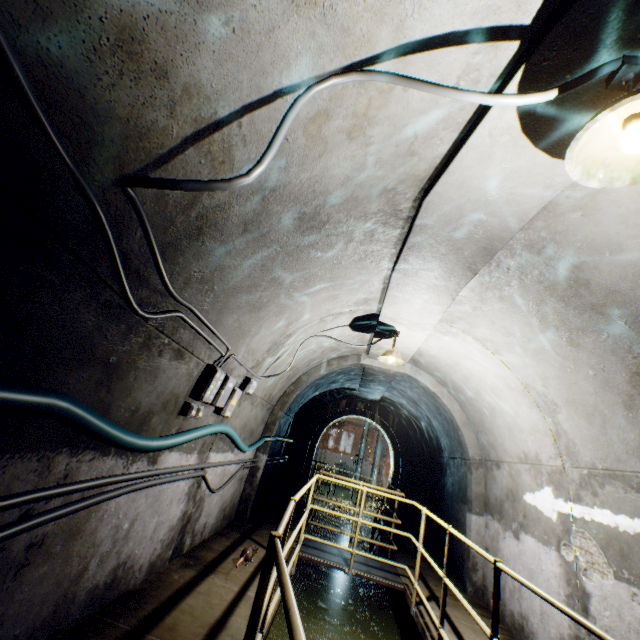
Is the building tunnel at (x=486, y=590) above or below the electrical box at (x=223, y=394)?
below

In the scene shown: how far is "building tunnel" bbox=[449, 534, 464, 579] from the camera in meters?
6.5 m

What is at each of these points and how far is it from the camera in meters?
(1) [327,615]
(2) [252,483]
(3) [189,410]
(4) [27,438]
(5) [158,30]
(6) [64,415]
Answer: (1) building tunnel, 5.7 m
(2) wall archway, 6.4 m
(3) electrical box, 3.3 m
(4) building tunnel, 1.6 m
(5) building tunnel, 1.1 m
(6) cable, 1.6 m

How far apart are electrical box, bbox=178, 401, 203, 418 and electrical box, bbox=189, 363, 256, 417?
0.1 meters

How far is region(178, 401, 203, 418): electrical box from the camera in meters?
3.3

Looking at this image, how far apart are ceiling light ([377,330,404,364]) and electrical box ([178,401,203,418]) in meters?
2.4

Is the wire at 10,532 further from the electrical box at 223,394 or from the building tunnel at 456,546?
the electrical box at 223,394
